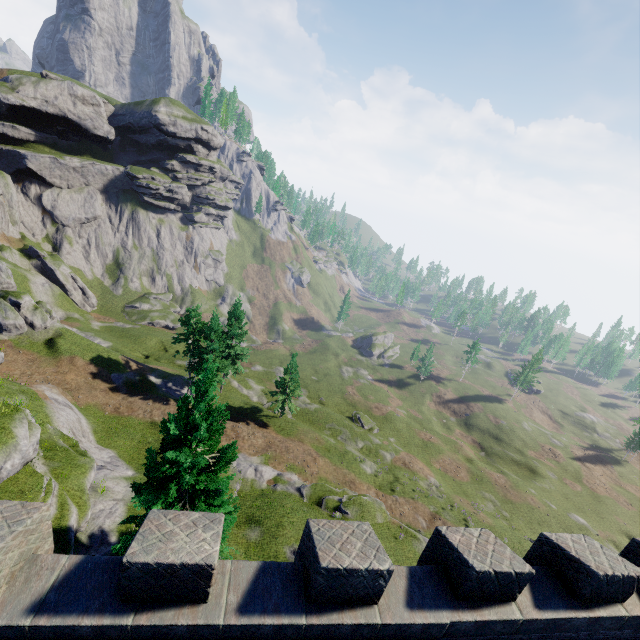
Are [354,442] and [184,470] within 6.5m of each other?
no

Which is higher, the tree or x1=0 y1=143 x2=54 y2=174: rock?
x1=0 y1=143 x2=54 y2=174: rock

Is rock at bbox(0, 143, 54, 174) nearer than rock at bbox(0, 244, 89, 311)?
No

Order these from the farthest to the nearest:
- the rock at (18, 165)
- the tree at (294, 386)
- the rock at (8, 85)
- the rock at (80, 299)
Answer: the rock at (18, 165)
the rock at (8, 85)
the rock at (80, 299)
the tree at (294, 386)

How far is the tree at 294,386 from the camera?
42.50m

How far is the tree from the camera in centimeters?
4250cm

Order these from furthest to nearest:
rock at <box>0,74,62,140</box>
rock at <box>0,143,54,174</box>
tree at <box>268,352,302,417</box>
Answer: rock at <box>0,143,54,174</box> < rock at <box>0,74,62,140</box> < tree at <box>268,352,302,417</box>

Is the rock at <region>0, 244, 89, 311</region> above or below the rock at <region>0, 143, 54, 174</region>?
below
